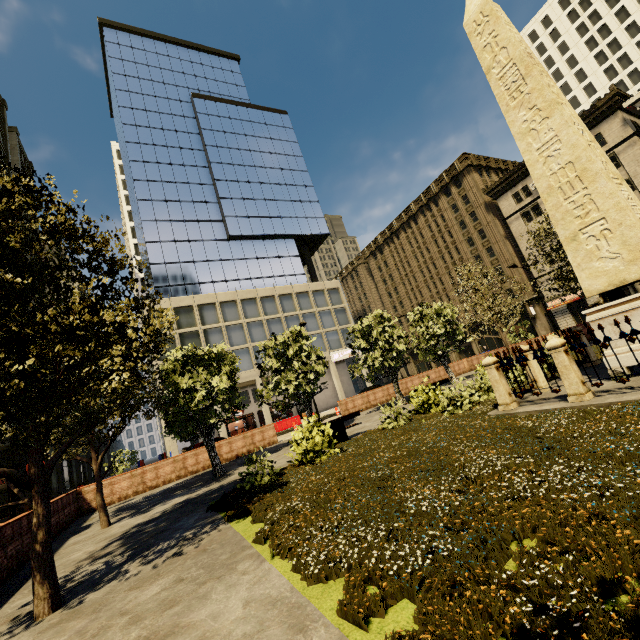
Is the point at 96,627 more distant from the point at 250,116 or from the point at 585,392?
the point at 250,116

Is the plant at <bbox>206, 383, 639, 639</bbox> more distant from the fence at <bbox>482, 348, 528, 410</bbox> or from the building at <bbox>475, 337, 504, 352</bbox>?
the building at <bbox>475, 337, 504, 352</bbox>

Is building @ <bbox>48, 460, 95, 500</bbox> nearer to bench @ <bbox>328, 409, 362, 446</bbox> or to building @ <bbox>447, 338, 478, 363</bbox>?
building @ <bbox>447, 338, 478, 363</bbox>

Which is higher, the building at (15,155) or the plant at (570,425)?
the building at (15,155)

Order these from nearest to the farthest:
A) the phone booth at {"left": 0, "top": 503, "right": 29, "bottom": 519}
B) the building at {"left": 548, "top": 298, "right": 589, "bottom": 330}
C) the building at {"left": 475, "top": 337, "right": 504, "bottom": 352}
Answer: the phone booth at {"left": 0, "top": 503, "right": 29, "bottom": 519} → the building at {"left": 548, "top": 298, "right": 589, "bottom": 330} → the building at {"left": 475, "top": 337, "right": 504, "bottom": 352}

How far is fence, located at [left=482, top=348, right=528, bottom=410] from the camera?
8.19m

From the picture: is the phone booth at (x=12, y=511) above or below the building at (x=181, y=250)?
below

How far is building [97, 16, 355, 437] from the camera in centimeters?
3828cm
